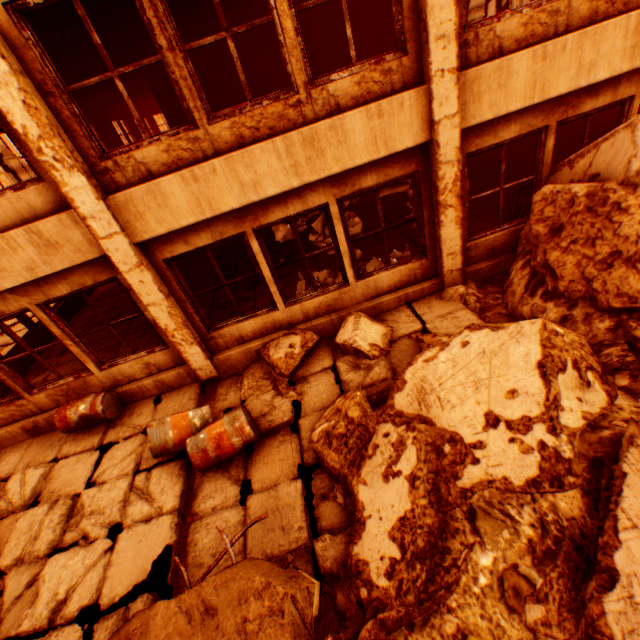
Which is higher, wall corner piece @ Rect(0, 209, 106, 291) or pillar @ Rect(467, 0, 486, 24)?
pillar @ Rect(467, 0, 486, 24)

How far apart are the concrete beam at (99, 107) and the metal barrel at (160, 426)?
16.3m

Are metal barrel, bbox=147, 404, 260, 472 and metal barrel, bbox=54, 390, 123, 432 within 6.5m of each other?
yes

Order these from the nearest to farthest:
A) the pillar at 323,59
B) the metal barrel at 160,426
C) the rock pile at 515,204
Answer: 1. the metal barrel at 160,426
2. the rock pile at 515,204
3. the pillar at 323,59

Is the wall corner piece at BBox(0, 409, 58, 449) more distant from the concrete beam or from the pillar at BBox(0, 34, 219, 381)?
the concrete beam

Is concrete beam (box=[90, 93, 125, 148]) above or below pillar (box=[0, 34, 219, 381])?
above

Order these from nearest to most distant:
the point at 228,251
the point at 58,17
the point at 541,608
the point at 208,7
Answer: the point at 541,608 → the point at 58,17 → the point at 208,7 → the point at 228,251

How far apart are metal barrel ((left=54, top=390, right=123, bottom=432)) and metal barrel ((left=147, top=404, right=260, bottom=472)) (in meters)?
1.31
